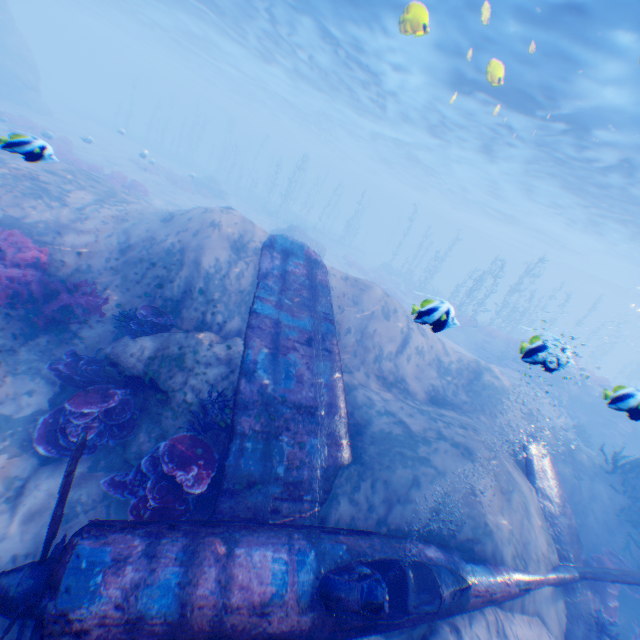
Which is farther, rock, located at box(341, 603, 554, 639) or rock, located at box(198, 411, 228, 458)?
rock, located at box(198, 411, 228, 458)

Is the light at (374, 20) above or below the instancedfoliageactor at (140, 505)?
above

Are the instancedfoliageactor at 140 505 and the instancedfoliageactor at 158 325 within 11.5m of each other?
yes

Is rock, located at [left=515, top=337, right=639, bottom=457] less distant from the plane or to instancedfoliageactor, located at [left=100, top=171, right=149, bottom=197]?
the plane

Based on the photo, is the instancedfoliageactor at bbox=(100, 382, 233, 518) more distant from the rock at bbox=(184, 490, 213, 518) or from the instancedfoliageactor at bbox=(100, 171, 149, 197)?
the instancedfoliageactor at bbox=(100, 171, 149, 197)

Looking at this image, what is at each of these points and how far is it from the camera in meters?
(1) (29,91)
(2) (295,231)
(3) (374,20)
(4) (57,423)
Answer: (1) rock, 31.5 m
(2) rock, 24.0 m
(3) light, 14.4 m
(4) instancedfoliageactor, 5.9 m

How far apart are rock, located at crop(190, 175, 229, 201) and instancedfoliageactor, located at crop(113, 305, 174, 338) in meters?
27.3 m

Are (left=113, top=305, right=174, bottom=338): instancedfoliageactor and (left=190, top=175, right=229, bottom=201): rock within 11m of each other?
no
